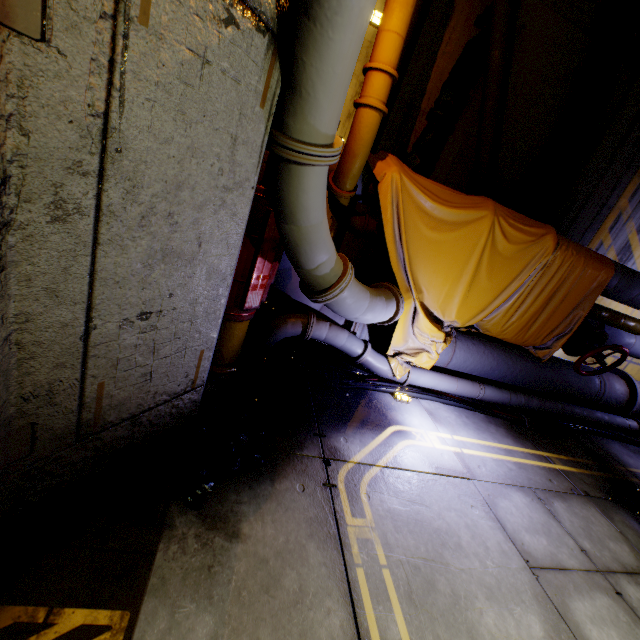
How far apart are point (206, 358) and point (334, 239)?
2.97m

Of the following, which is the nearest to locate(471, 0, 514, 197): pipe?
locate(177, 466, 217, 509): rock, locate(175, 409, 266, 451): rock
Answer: locate(175, 409, 266, 451): rock

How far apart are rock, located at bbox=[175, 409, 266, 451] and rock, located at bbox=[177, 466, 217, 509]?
0.1m

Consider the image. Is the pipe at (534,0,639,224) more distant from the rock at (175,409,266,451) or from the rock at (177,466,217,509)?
the rock at (177,466,217,509)

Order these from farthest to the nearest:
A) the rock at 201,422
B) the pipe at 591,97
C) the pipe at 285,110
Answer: the pipe at 591,97, the rock at 201,422, the pipe at 285,110

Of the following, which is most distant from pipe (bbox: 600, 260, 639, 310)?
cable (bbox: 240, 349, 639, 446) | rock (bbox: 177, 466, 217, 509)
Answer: rock (bbox: 177, 466, 217, 509)

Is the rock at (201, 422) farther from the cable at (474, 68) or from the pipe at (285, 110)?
the cable at (474, 68)
